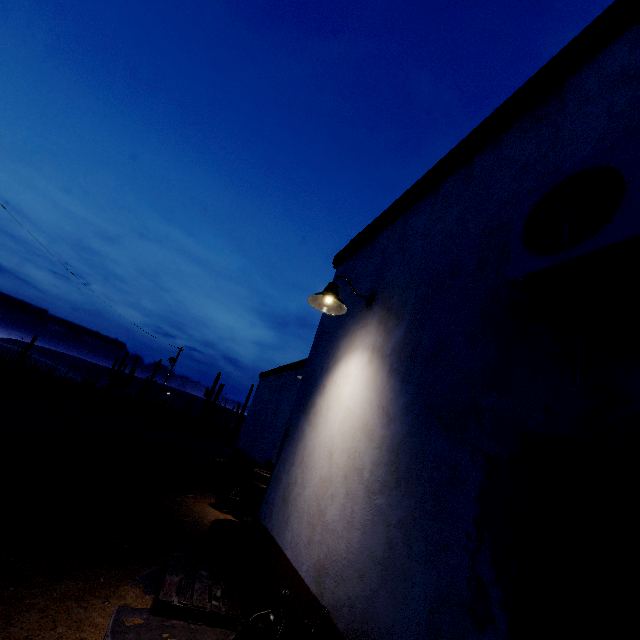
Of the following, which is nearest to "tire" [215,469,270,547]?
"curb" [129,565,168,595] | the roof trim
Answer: "curb" [129,565,168,595]

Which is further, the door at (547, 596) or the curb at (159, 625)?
the curb at (159, 625)

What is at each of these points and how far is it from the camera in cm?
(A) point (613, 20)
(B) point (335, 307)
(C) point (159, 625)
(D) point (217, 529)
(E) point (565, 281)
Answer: (A) roof trim, 209
(B) street light, 376
(C) curb, 288
(D) tire, 519
(E) air conditioner, 141

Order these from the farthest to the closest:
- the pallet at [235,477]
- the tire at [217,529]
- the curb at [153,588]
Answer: the pallet at [235,477] < the tire at [217,529] < the curb at [153,588]

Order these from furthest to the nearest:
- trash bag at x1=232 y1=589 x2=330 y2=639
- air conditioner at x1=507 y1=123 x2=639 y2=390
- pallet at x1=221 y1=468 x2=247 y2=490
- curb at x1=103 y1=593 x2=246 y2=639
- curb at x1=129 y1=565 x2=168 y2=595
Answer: pallet at x1=221 y1=468 x2=247 y2=490 < curb at x1=129 y1=565 x2=168 y2=595 < curb at x1=103 y1=593 x2=246 y2=639 < trash bag at x1=232 y1=589 x2=330 y2=639 < air conditioner at x1=507 y1=123 x2=639 y2=390

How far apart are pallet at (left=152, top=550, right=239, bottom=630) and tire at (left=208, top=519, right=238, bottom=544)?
0.7 meters

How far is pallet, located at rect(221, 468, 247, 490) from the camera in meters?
8.9

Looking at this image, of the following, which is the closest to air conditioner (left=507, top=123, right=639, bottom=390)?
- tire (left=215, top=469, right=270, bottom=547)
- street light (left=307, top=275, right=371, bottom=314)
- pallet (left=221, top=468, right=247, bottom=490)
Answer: street light (left=307, top=275, right=371, bottom=314)
